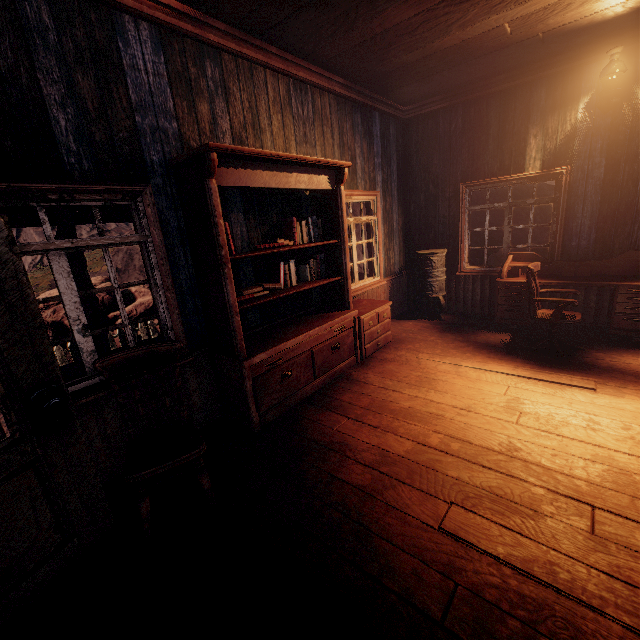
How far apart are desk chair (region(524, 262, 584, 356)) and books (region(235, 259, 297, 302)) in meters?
3.1 m

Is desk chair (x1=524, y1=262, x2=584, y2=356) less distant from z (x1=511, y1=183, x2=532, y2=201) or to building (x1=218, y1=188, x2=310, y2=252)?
building (x1=218, y1=188, x2=310, y2=252)

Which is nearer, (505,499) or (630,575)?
(630,575)

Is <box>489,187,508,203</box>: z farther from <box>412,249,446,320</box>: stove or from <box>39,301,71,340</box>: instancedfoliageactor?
<box>412,249,446,320</box>: stove

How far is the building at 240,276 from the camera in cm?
367

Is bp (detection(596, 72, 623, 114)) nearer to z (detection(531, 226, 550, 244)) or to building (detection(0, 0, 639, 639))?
Answer: building (detection(0, 0, 639, 639))

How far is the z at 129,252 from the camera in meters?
15.4

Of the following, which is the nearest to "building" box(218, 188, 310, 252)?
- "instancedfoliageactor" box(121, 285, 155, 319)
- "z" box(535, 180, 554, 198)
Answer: "z" box(535, 180, 554, 198)
